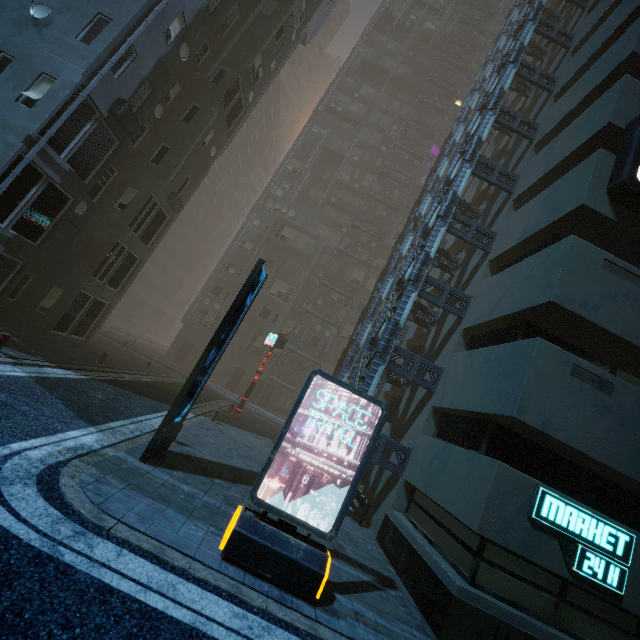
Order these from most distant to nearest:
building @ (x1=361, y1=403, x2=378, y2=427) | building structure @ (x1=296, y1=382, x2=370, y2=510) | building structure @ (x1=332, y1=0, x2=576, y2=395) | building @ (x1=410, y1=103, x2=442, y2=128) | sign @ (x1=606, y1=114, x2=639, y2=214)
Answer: building @ (x1=410, y1=103, x2=442, y2=128)
building @ (x1=361, y1=403, x2=378, y2=427)
building structure @ (x1=332, y1=0, x2=576, y2=395)
building structure @ (x1=296, y1=382, x2=370, y2=510)
sign @ (x1=606, y1=114, x2=639, y2=214)

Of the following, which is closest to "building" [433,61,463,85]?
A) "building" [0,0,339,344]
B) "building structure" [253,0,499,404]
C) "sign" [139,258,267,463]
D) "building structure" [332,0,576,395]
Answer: "building" [0,0,339,344]

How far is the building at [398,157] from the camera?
40.4 meters

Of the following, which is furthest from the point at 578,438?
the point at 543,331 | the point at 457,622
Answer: the point at 457,622

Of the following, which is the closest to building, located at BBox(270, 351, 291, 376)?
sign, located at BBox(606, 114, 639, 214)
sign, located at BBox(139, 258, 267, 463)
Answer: sign, located at BBox(606, 114, 639, 214)

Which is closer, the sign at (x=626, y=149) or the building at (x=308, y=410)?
the sign at (x=626, y=149)

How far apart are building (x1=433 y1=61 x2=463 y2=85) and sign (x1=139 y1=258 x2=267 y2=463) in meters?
50.1 m

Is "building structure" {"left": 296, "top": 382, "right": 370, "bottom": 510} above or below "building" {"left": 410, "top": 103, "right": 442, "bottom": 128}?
below
